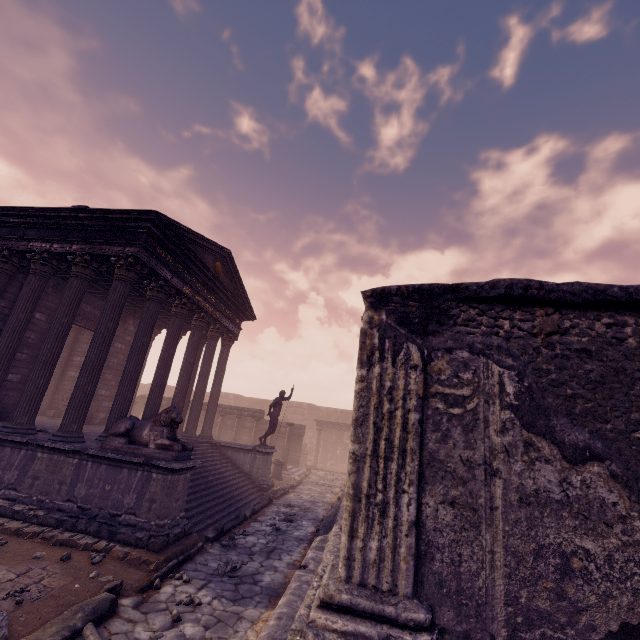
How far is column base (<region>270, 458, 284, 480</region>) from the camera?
16.2 meters

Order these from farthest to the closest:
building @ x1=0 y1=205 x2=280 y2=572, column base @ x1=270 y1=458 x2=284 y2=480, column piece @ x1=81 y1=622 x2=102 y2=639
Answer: column base @ x1=270 y1=458 x2=284 y2=480, building @ x1=0 y1=205 x2=280 y2=572, column piece @ x1=81 y1=622 x2=102 y2=639

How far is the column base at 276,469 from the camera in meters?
16.2 m

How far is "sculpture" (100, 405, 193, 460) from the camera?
7.0m

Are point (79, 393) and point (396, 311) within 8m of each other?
no

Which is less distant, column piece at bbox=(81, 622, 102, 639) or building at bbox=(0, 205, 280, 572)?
column piece at bbox=(81, 622, 102, 639)

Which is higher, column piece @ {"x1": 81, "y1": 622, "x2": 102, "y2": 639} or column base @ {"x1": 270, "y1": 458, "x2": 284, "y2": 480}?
column base @ {"x1": 270, "y1": 458, "x2": 284, "y2": 480}

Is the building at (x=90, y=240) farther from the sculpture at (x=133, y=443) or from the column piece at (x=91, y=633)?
the column piece at (x=91, y=633)
